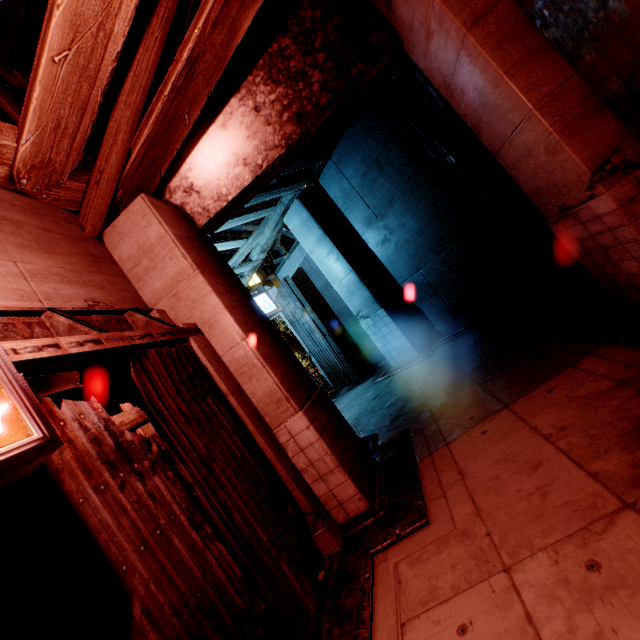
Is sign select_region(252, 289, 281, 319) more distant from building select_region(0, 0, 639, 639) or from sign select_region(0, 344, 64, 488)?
sign select_region(0, 344, 64, 488)

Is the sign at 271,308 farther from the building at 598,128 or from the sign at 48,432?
the sign at 48,432

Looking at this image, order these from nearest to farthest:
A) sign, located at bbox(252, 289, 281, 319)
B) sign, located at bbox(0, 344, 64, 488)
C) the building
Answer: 1. sign, located at bbox(0, 344, 64, 488)
2. the building
3. sign, located at bbox(252, 289, 281, 319)

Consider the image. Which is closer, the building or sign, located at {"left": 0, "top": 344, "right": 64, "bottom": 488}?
sign, located at {"left": 0, "top": 344, "right": 64, "bottom": 488}

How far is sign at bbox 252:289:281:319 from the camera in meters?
12.6 m

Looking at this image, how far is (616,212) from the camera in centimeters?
322cm

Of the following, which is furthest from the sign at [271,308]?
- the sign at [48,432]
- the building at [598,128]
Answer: the sign at [48,432]

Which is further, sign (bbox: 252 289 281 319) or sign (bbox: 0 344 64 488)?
sign (bbox: 252 289 281 319)
